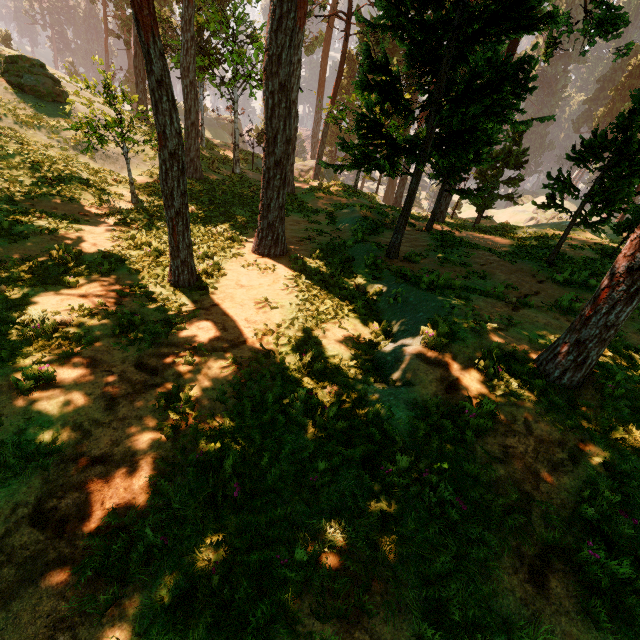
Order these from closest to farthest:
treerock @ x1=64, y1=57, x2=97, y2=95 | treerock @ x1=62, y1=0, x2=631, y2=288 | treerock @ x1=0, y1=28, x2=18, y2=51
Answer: treerock @ x1=62, y1=0, x2=631, y2=288 → treerock @ x1=64, y1=57, x2=97, y2=95 → treerock @ x1=0, y1=28, x2=18, y2=51

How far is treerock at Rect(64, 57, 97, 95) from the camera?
12.7m

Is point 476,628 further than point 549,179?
No

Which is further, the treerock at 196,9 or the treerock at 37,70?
the treerock at 37,70

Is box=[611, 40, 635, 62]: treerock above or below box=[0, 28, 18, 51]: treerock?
above

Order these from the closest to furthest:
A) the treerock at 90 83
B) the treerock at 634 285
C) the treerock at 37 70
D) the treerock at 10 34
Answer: the treerock at 634 285
the treerock at 90 83
the treerock at 37 70
the treerock at 10 34

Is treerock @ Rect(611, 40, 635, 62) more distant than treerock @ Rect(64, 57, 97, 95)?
Yes
